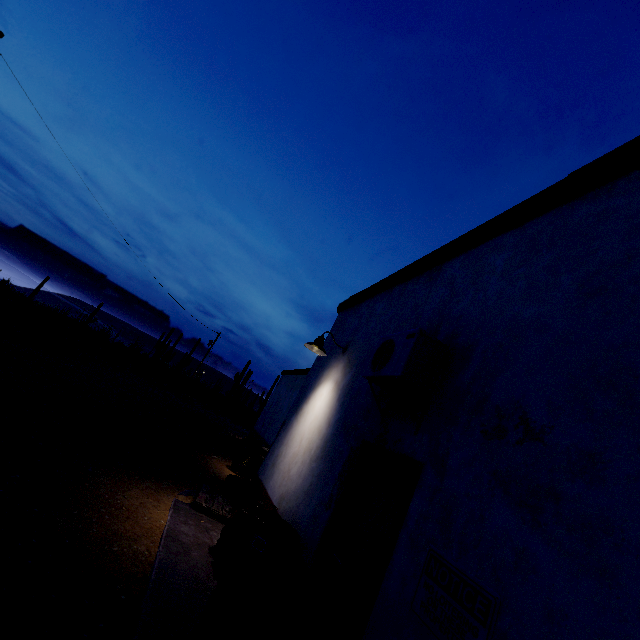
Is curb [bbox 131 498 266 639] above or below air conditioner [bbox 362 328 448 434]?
below

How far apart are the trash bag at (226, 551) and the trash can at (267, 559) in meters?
0.0 m

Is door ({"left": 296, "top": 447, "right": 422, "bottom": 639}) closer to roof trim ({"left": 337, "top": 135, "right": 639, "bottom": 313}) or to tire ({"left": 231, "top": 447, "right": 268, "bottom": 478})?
roof trim ({"left": 337, "top": 135, "right": 639, "bottom": 313})

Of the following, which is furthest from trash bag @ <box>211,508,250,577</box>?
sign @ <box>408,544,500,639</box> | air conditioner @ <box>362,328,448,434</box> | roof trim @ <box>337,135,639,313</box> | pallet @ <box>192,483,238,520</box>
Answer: roof trim @ <box>337,135,639,313</box>

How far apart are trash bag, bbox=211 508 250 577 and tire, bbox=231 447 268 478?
4.5 meters

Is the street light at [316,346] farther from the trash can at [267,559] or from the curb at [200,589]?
the curb at [200,589]

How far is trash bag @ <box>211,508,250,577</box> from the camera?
4.0m

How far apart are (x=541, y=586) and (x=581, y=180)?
3.0m
